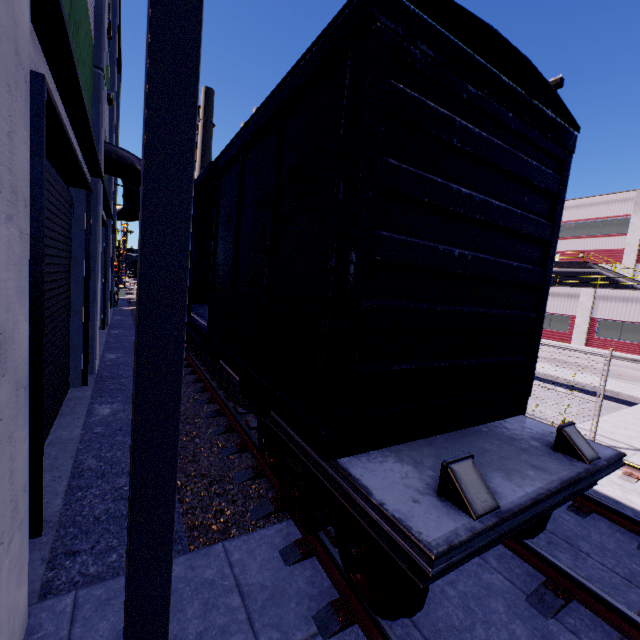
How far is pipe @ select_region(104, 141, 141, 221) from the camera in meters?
10.9 m

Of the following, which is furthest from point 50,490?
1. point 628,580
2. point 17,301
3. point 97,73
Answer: point 97,73

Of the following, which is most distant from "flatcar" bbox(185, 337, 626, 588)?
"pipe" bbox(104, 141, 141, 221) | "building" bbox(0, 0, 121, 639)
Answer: "pipe" bbox(104, 141, 141, 221)

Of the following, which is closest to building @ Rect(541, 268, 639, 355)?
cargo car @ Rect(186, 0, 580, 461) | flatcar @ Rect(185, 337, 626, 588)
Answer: cargo car @ Rect(186, 0, 580, 461)

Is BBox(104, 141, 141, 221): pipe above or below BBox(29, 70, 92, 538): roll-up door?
above

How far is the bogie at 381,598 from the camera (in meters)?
2.39

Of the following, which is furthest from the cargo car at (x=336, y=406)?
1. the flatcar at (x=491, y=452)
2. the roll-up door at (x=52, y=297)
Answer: the roll-up door at (x=52, y=297)

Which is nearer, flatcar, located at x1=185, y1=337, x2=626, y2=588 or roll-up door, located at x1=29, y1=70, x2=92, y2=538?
flatcar, located at x1=185, y1=337, x2=626, y2=588
